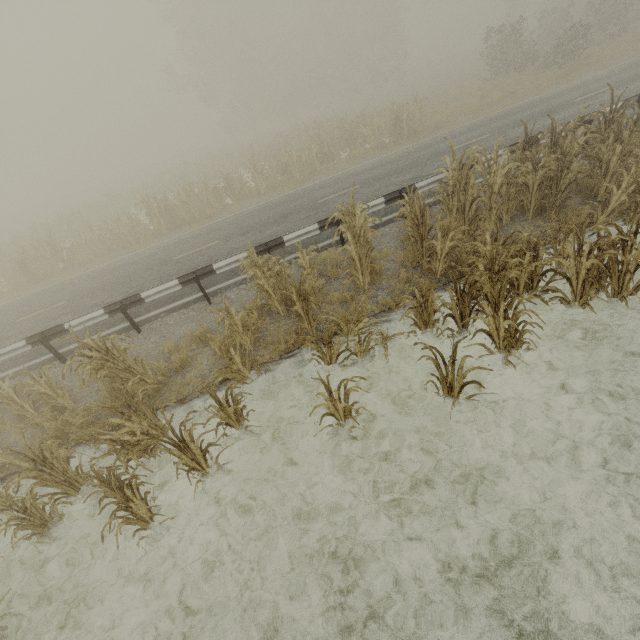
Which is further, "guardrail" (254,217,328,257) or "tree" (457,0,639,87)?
"tree" (457,0,639,87)

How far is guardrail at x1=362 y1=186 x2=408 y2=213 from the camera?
8.89m

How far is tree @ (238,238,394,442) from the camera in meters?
4.7 m

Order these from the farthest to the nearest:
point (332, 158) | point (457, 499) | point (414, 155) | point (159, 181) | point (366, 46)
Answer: point (366, 46) → point (159, 181) → point (332, 158) → point (414, 155) → point (457, 499)

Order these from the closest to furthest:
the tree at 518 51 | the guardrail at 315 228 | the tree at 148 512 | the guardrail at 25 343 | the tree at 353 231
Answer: the tree at 148 512 < the tree at 353 231 < the guardrail at 25 343 < the guardrail at 315 228 < the tree at 518 51

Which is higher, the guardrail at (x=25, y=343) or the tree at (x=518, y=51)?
the tree at (x=518, y=51)

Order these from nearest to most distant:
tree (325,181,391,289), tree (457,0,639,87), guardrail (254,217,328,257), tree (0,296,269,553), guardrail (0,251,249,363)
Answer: tree (0,296,269,553), tree (325,181,391,289), guardrail (0,251,249,363), guardrail (254,217,328,257), tree (457,0,639,87)
